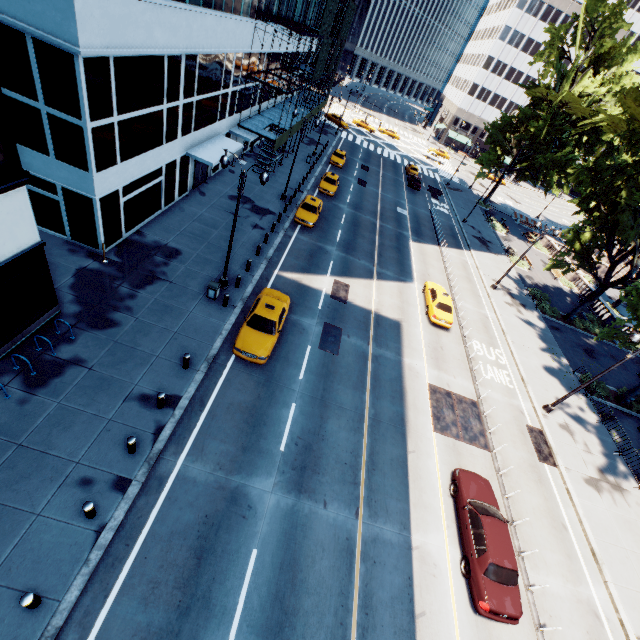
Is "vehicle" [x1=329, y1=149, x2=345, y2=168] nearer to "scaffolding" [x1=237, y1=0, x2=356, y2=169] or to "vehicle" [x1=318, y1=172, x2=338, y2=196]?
"scaffolding" [x1=237, y1=0, x2=356, y2=169]

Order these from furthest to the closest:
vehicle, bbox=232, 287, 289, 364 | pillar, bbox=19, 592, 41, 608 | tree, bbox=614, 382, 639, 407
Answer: tree, bbox=614, 382, 639, 407
vehicle, bbox=232, 287, 289, 364
pillar, bbox=19, 592, 41, 608

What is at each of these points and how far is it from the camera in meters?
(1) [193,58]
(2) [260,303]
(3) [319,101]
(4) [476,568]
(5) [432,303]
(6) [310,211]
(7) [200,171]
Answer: (1) building, 18.9
(2) vehicle, 17.2
(3) scaffolding, 46.6
(4) vehicle, 12.0
(5) vehicle, 24.4
(6) vehicle, 28.3
(7) door, 25.9

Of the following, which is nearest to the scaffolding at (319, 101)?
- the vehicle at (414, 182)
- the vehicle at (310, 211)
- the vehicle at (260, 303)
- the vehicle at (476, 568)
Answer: the vehicle at (310, 211)

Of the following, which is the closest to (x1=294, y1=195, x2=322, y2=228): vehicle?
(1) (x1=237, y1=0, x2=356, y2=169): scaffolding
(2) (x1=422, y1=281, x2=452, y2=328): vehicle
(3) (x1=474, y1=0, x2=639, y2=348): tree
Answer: (1) (x1=237, y1=0, x2=356, y2=169): scaffolding

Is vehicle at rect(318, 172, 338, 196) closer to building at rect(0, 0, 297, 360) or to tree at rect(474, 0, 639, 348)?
building at rect(0, 0, 297, 360)

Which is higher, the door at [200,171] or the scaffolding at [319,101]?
the scaffolding at [319,101]

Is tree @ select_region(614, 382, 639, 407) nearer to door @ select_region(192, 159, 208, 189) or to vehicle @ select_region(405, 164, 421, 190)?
vehicle @ select_region(405, 164, 421, 190)
